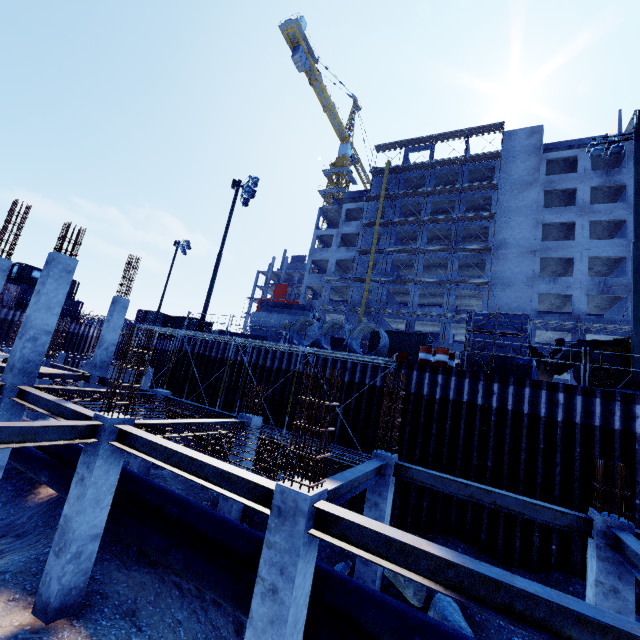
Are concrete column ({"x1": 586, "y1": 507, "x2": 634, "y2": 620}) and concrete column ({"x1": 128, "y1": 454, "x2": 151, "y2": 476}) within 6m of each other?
no

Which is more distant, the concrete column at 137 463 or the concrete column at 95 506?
A: the concrete column at 137 463

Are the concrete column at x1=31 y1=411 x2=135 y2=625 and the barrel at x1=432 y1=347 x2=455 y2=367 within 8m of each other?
no

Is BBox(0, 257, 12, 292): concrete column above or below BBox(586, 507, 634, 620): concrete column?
above

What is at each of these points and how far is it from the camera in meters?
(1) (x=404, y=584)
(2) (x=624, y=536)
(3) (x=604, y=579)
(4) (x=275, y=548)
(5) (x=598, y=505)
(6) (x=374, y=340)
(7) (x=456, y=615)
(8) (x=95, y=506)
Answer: (1) compgrassrocksplants, 8.6
(2) steel beam, 6.1
(3) concrete column, 6.5
(4) concrete column, 4.6
(5) rebar, 6.9
(6) cargo container, 34.3
(7) compgrassrocksplants, 7.9
(8) concrete column, 6.8

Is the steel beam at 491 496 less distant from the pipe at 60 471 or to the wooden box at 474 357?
the pipe at 60 471

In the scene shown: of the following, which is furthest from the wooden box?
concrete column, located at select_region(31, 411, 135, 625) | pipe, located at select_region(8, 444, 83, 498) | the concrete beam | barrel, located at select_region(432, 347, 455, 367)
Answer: concrete column, located at select_region(31, 411, 135, 625)

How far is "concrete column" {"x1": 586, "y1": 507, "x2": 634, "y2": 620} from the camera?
6.4m
